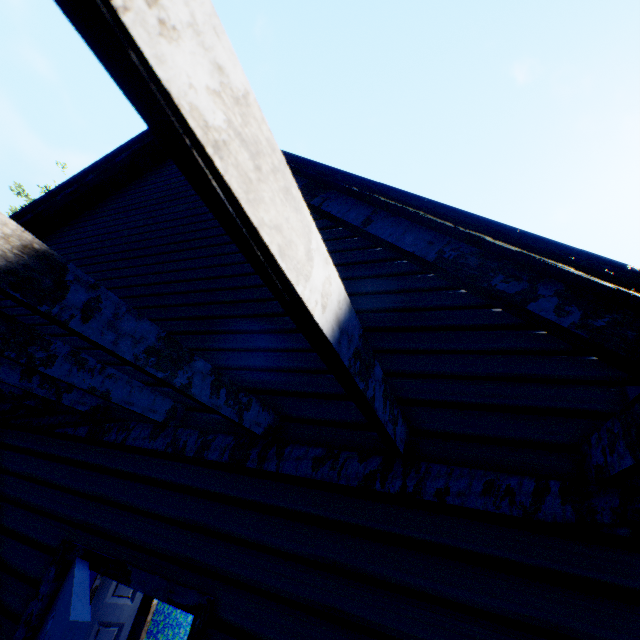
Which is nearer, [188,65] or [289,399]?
[188,65]
